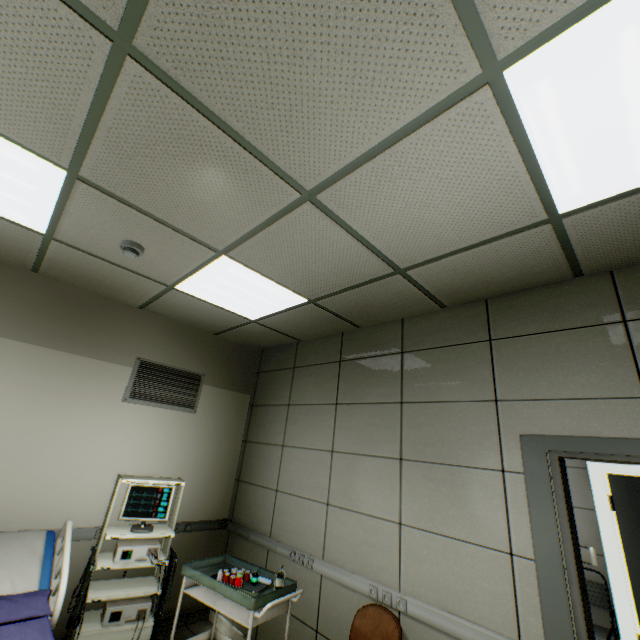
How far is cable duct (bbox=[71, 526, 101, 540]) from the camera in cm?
304

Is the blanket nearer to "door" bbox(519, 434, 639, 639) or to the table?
the table

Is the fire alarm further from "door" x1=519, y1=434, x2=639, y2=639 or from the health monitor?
"door" x1=519, y1=434, x2=639, y2=639

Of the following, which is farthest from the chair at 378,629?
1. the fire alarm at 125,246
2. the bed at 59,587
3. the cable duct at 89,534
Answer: the fire alarm at 125,246

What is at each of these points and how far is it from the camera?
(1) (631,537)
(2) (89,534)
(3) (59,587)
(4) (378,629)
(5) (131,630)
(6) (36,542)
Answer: (1) door, 3.8m
(2) cable duct, 3.1m
(3) bed, 2.3m
(4) chair, 2.3m
(5) health monitor, 2.6m
(6) blanket, 2.6m

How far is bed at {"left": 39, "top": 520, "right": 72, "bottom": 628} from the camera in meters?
2.2

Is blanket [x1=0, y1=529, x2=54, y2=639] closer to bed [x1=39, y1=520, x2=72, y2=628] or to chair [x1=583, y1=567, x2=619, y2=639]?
bed [x1=39, y1=520, x2=72, y2=628]

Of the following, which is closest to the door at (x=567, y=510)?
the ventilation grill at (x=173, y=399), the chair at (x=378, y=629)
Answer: the chair at (x=378, y=629)
